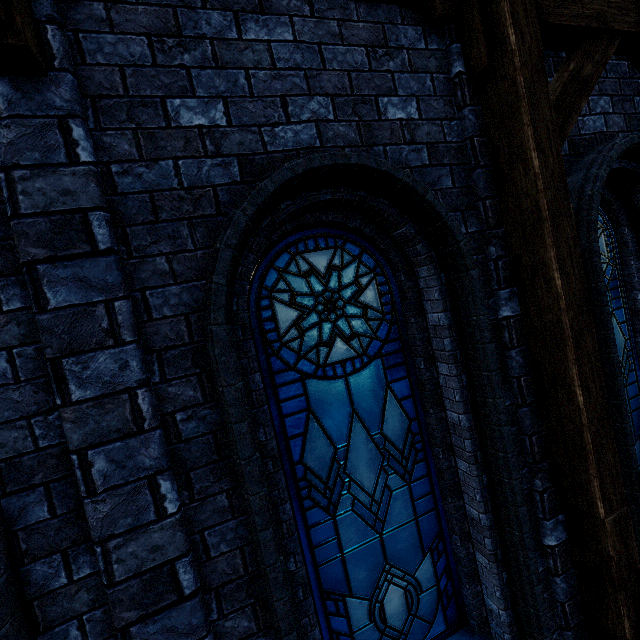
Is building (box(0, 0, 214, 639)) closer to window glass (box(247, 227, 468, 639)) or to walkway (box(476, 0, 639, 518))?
walkway (box(476, 0, 639, 518))

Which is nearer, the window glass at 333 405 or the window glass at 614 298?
the window glass at 333 405

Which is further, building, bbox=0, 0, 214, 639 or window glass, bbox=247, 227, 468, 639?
window glass, bbox=247, 227, 468, 639

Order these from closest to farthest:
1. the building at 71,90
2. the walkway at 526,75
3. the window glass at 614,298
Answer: the building at 71,90 < the walkway at 526,75 < the window glass at 614,298

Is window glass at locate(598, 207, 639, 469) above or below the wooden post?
above

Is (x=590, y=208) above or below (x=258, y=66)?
below

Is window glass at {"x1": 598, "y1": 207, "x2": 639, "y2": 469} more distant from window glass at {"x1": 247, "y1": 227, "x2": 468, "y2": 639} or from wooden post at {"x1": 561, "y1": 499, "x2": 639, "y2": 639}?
window glass at {"x1": 247, "y1": 227, "x2": 468, "y2": 639}

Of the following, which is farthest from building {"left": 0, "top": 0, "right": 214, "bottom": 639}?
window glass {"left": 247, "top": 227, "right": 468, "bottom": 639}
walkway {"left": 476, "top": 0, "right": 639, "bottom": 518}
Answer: window glass {"left": 247, "top": 227, "right": 468, "bottom": 639}
